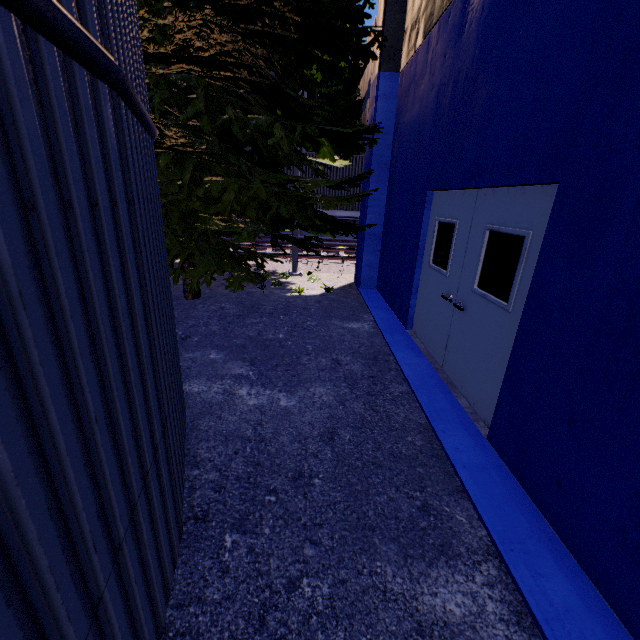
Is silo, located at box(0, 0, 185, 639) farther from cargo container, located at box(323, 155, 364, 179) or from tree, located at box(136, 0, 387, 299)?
cargo container, located at box(323, 155, 364, 179)

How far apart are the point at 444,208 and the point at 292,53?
3.9m

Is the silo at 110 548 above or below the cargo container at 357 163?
below

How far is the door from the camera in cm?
305

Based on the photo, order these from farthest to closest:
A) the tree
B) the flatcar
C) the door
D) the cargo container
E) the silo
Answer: Answer:
the flatcar
the cargo container
the tree
the door
the silo

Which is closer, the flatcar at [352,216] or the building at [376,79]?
the building at [376,79]

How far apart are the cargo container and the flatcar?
0.0m

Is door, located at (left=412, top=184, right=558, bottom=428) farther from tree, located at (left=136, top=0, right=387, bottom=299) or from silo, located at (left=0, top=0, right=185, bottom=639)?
silo, located at (left=0, top=0, right=185, bottom=639)
